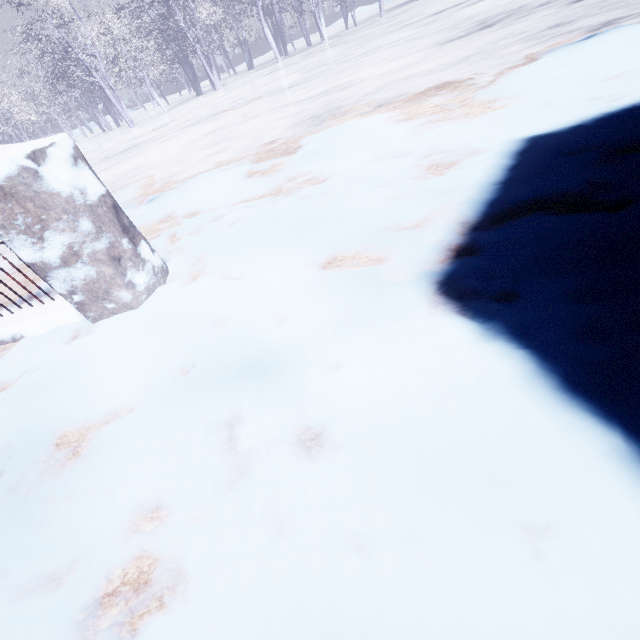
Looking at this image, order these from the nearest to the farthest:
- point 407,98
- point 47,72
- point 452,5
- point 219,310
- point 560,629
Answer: point 560,629 < point 219,310 < point 407,98 < point 452,5 < point 47,72
